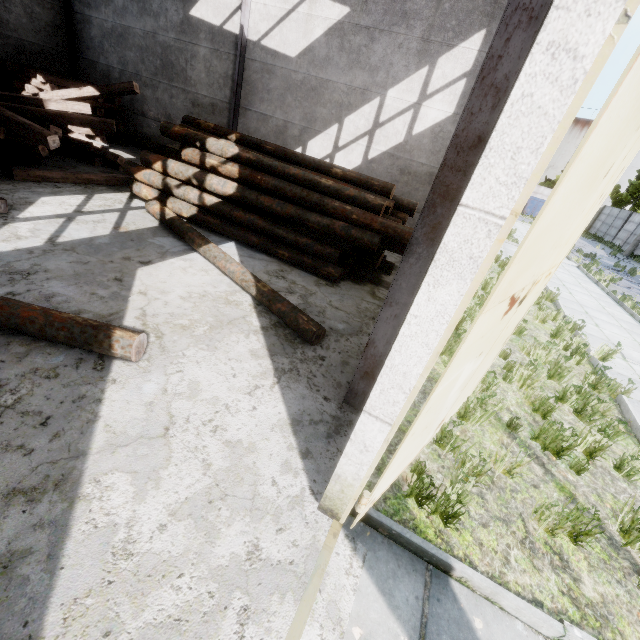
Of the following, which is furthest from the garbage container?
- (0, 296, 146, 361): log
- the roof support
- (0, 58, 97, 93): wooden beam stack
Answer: (0, 296, 146, 361): log

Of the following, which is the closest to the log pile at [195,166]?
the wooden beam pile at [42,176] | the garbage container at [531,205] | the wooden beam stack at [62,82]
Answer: the wooden beam pile at [42,176]

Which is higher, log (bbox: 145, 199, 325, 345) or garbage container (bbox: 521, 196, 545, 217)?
garbage container (bbox: 521, 196, 545, 217)

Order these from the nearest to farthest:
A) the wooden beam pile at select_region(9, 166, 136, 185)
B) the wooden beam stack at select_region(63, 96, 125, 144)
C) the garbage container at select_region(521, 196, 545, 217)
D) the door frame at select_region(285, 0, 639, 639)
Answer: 1. the door frame at select_region(285, 0, 639, 639)
2. the wooden beam pile at select_region(9, 166, 136, 185)
3. the wooden beam stack at select_region(63, 96, 125, 144)
4. the garbage container at select_region(521, 196, 545, 217)

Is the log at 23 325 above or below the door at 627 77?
below

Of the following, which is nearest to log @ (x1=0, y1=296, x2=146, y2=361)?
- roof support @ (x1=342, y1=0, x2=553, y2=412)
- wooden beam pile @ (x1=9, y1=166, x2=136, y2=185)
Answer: roof support @ (x1=342, y1=0, x2=553, y2=412)

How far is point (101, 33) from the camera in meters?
11.9

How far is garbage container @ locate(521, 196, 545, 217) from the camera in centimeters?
3809cm
